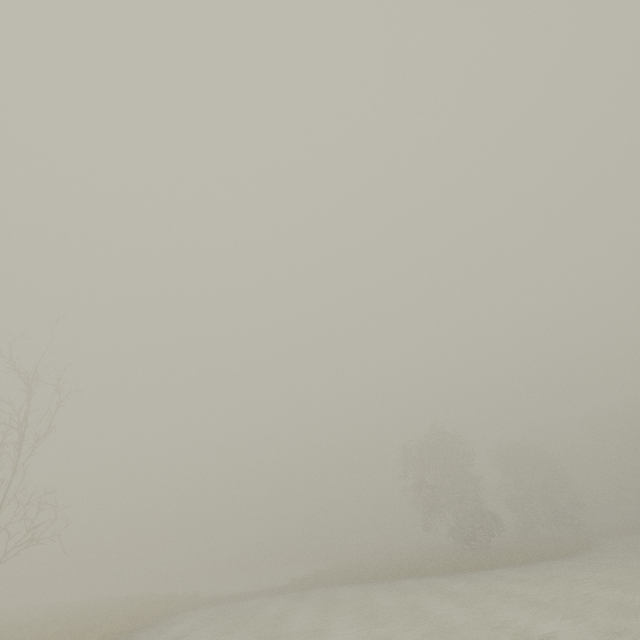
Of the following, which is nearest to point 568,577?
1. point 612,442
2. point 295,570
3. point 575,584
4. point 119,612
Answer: point 575,584
